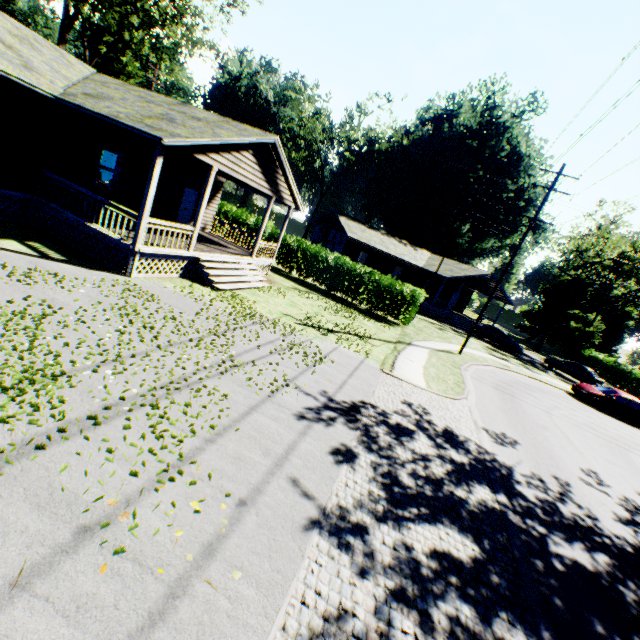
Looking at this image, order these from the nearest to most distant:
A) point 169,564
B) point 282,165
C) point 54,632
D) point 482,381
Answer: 1. point 54,632
2. point 169,564
3. point 282,165
4. point 482,381

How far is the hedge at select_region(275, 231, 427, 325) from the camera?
21.6m

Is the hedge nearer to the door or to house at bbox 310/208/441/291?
the door

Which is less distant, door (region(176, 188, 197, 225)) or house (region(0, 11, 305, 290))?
house (region(0, 11, 305, 290))

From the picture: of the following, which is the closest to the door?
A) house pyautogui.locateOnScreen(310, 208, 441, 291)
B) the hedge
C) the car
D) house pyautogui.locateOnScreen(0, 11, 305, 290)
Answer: house pyautogui.locateOnScreen(0, 11, 305, 290)

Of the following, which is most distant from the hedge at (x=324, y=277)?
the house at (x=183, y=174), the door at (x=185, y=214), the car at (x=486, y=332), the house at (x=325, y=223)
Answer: the car at (x=486, y=332)

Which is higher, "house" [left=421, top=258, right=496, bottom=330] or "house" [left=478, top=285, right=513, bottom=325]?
"house" [left=478, top=285, right=513, bottom=325]

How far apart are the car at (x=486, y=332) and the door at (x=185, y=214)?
28.7m
